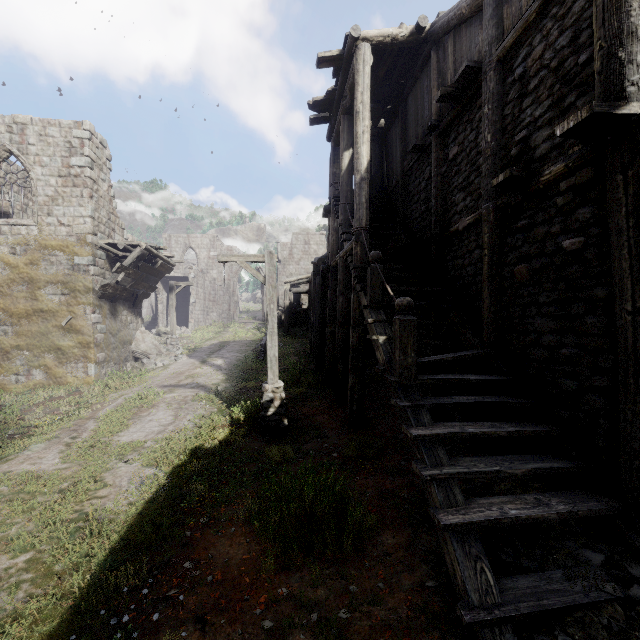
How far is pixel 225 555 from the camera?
4.2m

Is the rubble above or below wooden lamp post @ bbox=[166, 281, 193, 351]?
below

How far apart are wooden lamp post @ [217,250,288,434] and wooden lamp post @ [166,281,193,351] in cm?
1315

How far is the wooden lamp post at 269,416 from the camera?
8.41m

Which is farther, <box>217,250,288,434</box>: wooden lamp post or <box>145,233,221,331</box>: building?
<box>145,233,221,331</box>: building

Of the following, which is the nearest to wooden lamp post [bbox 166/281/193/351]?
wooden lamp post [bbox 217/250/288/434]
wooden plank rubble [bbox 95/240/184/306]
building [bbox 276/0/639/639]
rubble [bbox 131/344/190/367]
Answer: rubble [bbox 131/344/190/367]

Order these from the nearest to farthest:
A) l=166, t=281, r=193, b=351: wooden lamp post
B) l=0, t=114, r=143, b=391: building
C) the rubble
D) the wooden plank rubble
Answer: l=0, t=114, r=143, b=391: building < the wooden plank rubble < the rubble < l=166, t=281, r=193, b=351: wooden lamp post

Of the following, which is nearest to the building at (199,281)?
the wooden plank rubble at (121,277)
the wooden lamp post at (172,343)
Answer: the wooden plank rubble at (121,277)
